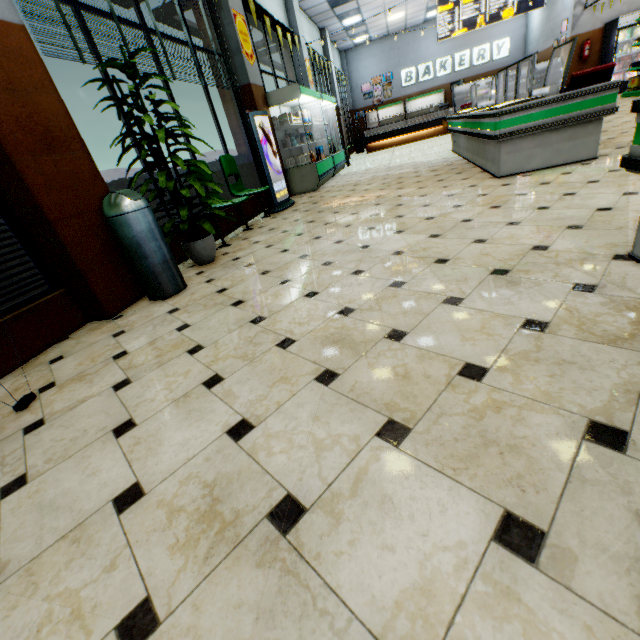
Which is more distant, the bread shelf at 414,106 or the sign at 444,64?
the bread shelf at 414,106

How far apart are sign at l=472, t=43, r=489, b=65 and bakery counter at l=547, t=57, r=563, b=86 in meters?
4.4

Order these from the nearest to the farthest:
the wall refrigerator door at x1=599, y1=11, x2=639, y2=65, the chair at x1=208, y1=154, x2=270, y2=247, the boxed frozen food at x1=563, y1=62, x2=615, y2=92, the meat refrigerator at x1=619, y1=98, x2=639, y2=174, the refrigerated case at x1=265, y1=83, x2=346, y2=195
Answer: the meat refrigerator at x1=619, y1=98, x2=639, y2=174 → the boxed frozen food at x1=563, y1=62, x2=615, y2=92 → the chair at x1=208, y1=154, x2=270, y2=247 → the refrigerated case at x1=265, y1=83, x2=346, y2=195 → the wall refrigerator door at x1=599, y1=11, x2=639, y2=65

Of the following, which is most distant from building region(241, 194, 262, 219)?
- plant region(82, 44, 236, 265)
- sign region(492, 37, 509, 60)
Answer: plant region(82, 44, 236, 265)

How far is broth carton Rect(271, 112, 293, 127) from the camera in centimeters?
699cm

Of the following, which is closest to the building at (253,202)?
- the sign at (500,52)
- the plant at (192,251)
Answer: the sign at (500,52)

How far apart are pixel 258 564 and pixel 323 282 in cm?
192

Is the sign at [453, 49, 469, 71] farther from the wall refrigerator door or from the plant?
the plant
